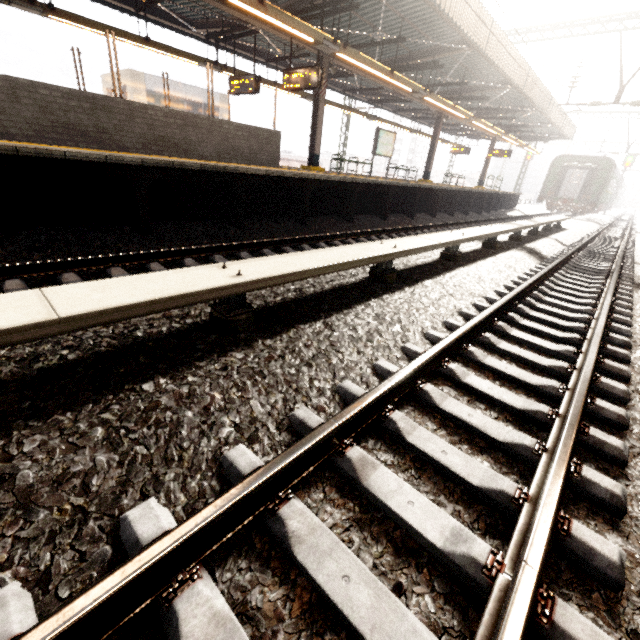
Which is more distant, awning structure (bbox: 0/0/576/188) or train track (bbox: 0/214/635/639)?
awning structure (bbox: 0/0/576/188)

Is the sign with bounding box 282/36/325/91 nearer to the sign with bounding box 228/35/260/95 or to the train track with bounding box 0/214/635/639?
the sign with bounding box 228/35/260/95

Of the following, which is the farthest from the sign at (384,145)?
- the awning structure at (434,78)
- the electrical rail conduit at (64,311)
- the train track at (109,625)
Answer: the train track at (109,625)

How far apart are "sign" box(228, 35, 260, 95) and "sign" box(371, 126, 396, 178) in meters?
6.0

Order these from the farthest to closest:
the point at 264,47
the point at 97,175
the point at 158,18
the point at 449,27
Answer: the point at 264,47 → the point at 158,18 → the point at 449,27 → the point at 97,175

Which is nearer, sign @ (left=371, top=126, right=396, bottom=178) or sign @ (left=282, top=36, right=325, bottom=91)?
sign @ (left=282, top=36, right=325, bottom=91)

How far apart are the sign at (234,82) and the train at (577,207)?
26.31m

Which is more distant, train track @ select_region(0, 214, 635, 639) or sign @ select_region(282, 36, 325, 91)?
sign @ select_region(282, 36, 325, 91)
